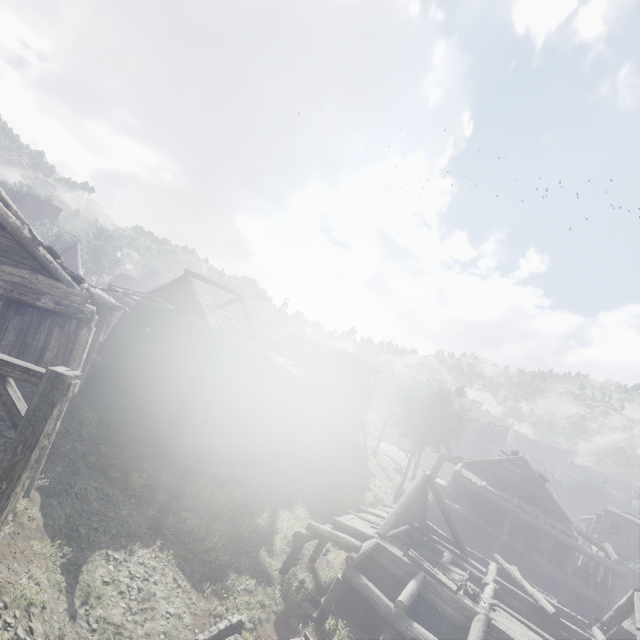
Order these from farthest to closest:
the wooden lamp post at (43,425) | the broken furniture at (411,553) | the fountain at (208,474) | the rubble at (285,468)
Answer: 1. the rubble at (285,468)
2. the fountain at (208,474)
3. the broken furniture at (411,553)
4. the wooden lamp post at (43,425)

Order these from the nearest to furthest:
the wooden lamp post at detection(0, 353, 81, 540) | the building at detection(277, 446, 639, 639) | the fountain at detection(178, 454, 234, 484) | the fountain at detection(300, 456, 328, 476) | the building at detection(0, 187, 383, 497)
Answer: the wooden lamp post at detection(0, 353, 81, 540) < the building at detection(0, 187, 383, 497) < the building at detection(277, 446, 639, 639) < the fountain at detection(178, 454, 234, 484) < the fountain at detection(300, 456, 328, 476)

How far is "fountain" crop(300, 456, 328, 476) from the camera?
25.0m

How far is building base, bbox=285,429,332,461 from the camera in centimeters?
2522cm

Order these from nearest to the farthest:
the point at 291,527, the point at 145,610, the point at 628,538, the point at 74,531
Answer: the point at 145,610 → the point at 74,531 → the point at 291,527 → the point at 628,538

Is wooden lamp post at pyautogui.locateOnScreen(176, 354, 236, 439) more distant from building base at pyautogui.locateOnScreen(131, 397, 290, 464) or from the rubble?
the rubble

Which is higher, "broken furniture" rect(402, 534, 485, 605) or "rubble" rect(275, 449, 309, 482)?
"broken furniture" rect(402, 534, 485, 605)

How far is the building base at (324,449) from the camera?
25.2 meters
